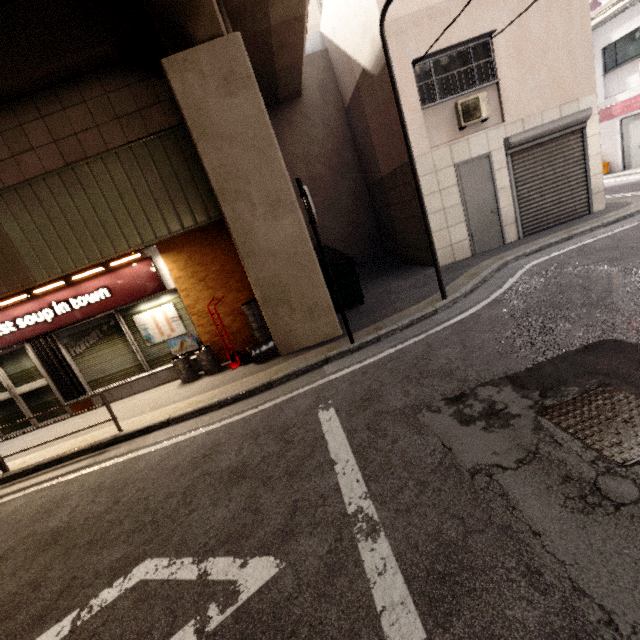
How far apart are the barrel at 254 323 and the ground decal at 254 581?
4.43m

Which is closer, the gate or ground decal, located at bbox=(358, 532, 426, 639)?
ground decal, located at bbox=(358, 532, 426, 639)

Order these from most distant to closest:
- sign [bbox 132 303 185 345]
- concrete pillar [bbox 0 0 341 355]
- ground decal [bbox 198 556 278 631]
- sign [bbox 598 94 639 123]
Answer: sign [bbox 598 94 639 123]
sign [bbox 132 303 185 345]
concrete pillar [bbox 0 0 341 355]
ground decal [bbox 198 556 278 631]

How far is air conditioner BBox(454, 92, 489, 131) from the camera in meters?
7.9

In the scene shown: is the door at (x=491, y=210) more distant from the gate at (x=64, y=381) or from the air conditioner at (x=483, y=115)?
the gate at (x=64, y=381)

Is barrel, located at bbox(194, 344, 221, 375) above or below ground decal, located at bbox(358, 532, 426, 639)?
above

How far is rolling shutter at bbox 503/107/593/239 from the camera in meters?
8.2

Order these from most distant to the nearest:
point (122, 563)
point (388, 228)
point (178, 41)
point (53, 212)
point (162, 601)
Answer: point (388, 228) → point (53, 212) → point (178, 41) → point (122, 563) → point (162, 601)
